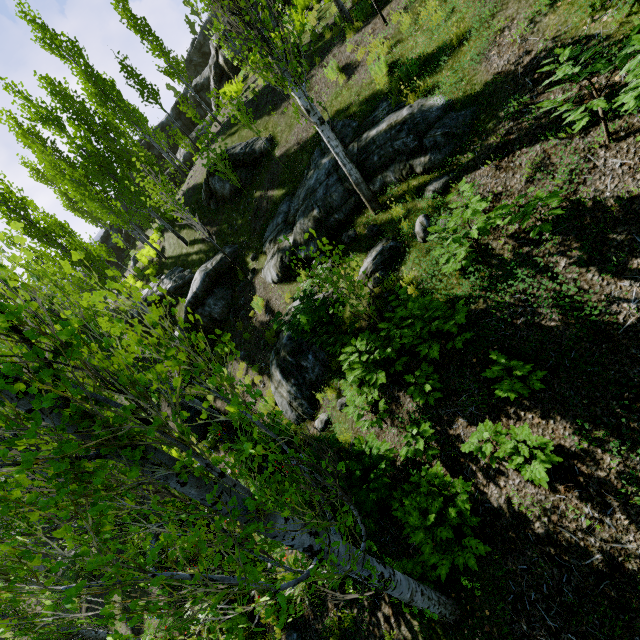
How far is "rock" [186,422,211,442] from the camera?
12.2 meters

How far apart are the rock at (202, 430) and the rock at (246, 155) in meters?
8.4 m

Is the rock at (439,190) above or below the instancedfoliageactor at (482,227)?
below

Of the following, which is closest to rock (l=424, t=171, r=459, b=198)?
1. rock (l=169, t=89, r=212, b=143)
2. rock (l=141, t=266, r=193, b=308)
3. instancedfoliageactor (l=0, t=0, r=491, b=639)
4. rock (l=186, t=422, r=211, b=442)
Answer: instancedfoliageactor (l=0, t=0, r=491, b=639)

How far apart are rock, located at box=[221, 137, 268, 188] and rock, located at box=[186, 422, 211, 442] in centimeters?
844cm

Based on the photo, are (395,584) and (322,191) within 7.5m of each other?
no

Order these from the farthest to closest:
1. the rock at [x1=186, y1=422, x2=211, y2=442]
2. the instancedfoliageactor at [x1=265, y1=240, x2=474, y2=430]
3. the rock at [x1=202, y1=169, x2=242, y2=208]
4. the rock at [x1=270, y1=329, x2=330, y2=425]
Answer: the rock at [x1=202, y1=169, x2=242, y2=208] < the rock at [x1=186, y1=422, x2=211, y2=442] < the rock at [x1=270, y1=329, x2=330, y2=425] < the instancedfoliageactor at [x1=265, y1=240, x2=474, y2=430]

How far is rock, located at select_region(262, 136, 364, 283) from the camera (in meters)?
8.09
